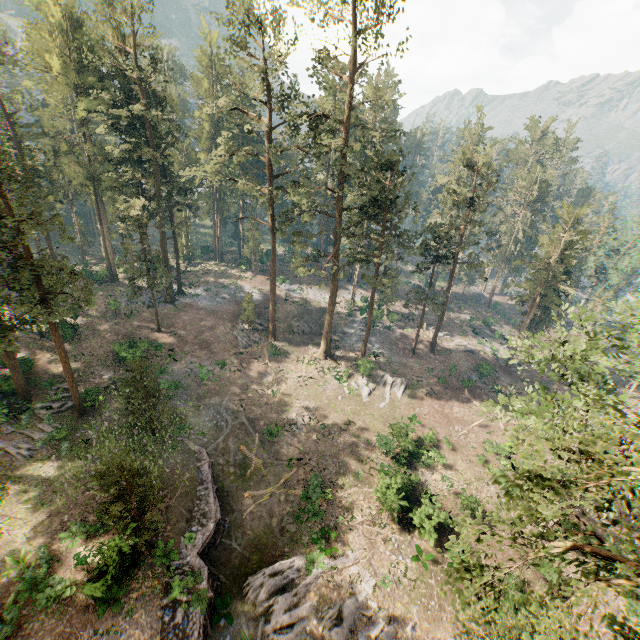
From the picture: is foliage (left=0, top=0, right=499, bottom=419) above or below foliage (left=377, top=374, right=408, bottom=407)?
above

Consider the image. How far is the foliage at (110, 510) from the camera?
16.4m

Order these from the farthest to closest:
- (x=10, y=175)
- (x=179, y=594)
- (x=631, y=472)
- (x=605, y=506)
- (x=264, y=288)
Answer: (x=264, y=288) < (x=10, y=175) < (x=179, y=594) < (x=605, y=506) < (x=631, y=472)

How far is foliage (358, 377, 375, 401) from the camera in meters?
37.2 m

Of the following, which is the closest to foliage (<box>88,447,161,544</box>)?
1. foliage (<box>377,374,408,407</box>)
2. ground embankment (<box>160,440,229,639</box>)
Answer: foliage (<box>377,374,408,407</box>)

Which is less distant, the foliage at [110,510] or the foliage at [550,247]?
the foliage at [550,247]

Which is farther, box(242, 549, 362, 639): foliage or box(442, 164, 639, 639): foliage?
box(242, 549, 362, 639): foliage

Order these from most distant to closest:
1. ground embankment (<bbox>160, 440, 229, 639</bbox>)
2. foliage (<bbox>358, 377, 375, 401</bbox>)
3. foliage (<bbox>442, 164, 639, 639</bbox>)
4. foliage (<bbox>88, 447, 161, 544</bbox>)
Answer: foliage (<bbox>358, 377, 375, 401</bbox>) < ground embankment (<bbox>160, 440, 229, 639</bbox>) < foliage (<bbox>88, 447, 161, 544</bbox>) < foliage (<bbox>442, 164, 639, 639</bbox>)
